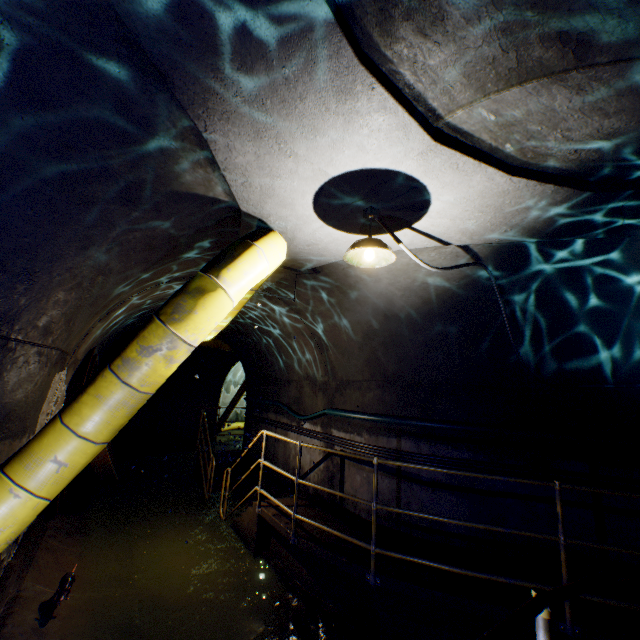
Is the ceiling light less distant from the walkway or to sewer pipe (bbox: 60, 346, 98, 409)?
the walkway

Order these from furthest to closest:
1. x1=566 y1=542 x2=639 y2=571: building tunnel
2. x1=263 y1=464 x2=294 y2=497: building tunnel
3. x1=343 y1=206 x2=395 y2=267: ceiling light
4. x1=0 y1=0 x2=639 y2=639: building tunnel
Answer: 1. x1=263 y1=464 x2=294 y2=497: building tunnel
2. x1=566 y1=542 x2=639 y2=571: building tunnel
3. x1=343 y1=206 x2=395 y2=267: ceiling light
4. x1=0 y1=0 x2=639 y2=639: building tunnel

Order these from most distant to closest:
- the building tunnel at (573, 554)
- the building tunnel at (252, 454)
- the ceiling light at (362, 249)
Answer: the building tunnel at (252, 454) → the building tunnel at (573, 554) → the ceiling light at (362, 249)

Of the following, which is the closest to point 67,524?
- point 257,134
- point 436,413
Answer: point 436,413

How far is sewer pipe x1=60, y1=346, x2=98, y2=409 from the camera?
5.2m

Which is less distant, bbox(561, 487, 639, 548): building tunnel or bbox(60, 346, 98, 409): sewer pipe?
bbox(561, 487, 639, 548): building tunnel

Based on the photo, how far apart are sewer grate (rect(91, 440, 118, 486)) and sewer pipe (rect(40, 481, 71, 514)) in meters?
0.0

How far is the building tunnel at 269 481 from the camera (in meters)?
7.38
